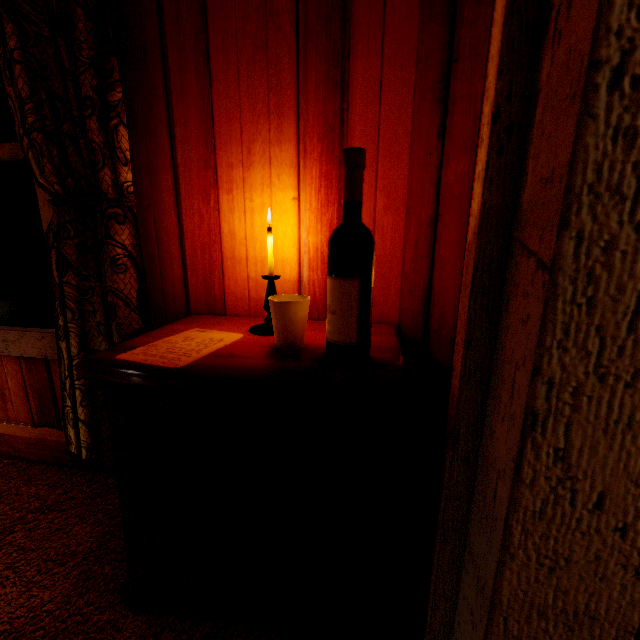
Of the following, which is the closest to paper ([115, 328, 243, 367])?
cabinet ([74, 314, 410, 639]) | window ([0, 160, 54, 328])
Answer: cabinet ([74, 314, 410, 639])

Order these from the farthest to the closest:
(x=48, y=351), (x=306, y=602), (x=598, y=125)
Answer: (x=48, y=351)
(x=306, y=602)
(x=598, y=125)

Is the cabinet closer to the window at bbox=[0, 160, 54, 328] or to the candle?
the candle

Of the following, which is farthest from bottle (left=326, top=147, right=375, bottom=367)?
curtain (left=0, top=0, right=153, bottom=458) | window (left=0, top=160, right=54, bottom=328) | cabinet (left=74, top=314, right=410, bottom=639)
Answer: window (left=0, top=160, right=54, bottom=328)

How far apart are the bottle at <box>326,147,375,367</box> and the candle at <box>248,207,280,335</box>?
0.3 meters

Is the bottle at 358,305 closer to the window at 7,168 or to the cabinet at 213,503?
the cabinet at 213,503

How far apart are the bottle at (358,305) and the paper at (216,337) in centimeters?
34cm

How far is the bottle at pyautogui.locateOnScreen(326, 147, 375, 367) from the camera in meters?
0.7
